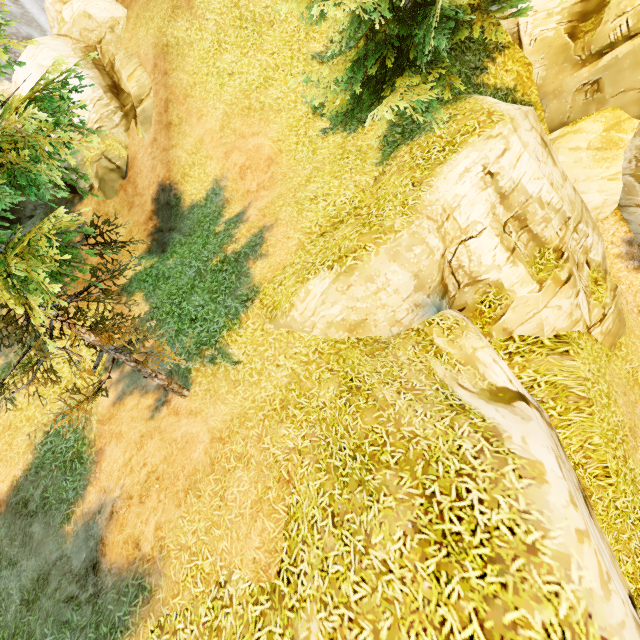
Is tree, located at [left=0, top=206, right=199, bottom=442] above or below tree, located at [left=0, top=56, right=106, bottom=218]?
below

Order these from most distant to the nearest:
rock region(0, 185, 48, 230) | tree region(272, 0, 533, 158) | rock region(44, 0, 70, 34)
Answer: rock region(44, 0, 70, 34)
rock region(0, 185, 48, 230)
tree region(272, 0, 533, 158)

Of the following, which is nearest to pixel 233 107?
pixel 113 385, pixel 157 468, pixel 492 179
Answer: pixel 492 179

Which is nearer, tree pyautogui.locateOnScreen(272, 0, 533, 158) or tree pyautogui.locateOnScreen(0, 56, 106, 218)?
tree pyautogui.locateOnScreen(0, 56, 106, 218)

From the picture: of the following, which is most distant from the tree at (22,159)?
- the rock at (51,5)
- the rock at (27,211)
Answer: the rock at (27,211)

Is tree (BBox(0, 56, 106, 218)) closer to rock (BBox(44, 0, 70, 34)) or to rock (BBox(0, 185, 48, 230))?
rock (BBox(44, 0, 70, 34))

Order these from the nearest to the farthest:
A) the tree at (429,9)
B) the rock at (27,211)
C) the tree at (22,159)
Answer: the tree at (22,159) < the tree at (429,9) < the rock at (27,211)
